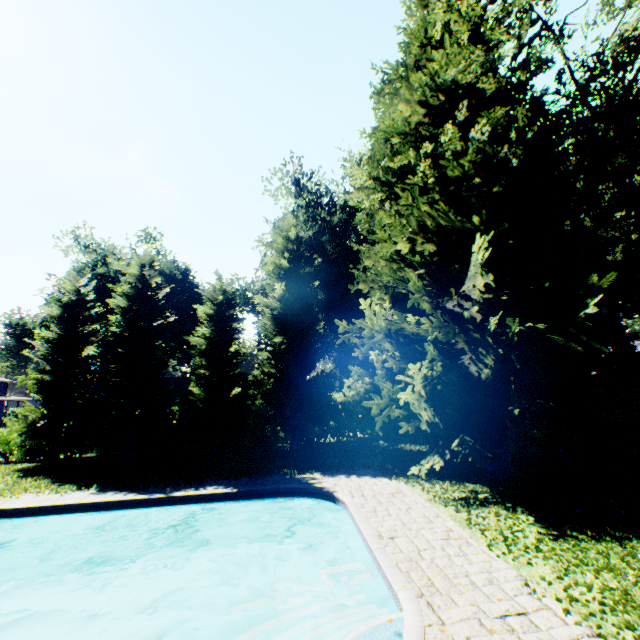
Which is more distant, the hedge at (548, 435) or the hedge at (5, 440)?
the hedge at (5, 440)

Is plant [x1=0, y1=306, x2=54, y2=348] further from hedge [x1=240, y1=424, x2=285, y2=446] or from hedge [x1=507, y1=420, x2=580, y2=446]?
hedge [x1=240, y1=424, x2=285, y2=446]

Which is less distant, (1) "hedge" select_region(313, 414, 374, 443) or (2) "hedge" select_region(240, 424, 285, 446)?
(2) "hedge" select_region(240, 424, 285, 446)

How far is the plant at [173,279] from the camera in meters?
39.5 m

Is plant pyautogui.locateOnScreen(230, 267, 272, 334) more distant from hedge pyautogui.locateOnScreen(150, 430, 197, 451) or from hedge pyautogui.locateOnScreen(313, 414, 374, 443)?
hedge pyautogui.locateOnScreen(313, 414, 374, 443)

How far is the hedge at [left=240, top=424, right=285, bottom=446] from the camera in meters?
23.0 m

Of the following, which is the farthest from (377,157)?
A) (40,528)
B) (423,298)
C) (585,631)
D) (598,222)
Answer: (598,222)

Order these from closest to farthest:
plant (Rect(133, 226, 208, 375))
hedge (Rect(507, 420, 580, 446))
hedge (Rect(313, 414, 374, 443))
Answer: hedge (Rect(507, 420, 580, 446)) < hedge (Rect(313, 414, 374, 443)) < plant (Rect(133, 226, 208, 375))
